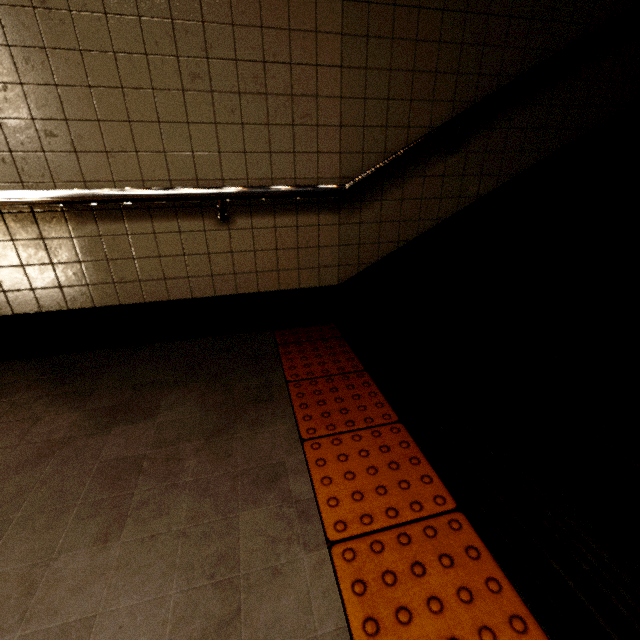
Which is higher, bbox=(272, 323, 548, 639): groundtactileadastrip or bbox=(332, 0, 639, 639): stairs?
bbox=(332, 0, 639, 639): stairs

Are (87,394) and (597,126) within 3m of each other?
no

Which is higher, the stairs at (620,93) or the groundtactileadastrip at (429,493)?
the stairs at (620,93)
